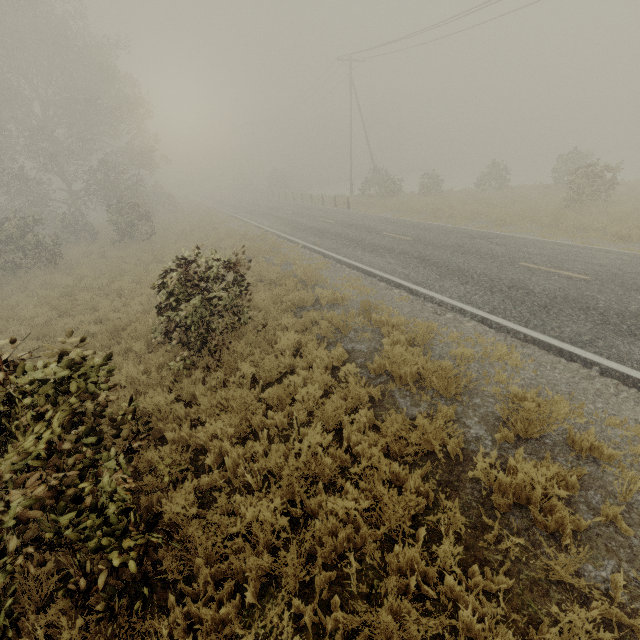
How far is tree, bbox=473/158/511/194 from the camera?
26.4 meters

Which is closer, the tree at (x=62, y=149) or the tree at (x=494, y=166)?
the tree at (x=62, y=149)

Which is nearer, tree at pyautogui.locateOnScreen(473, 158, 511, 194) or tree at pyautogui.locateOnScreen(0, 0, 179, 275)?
tree at pyautogui.locateOnScreen(0, 0, 179, 275)

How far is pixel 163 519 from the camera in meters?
3.9 m

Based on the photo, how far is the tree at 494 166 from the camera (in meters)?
26.38
